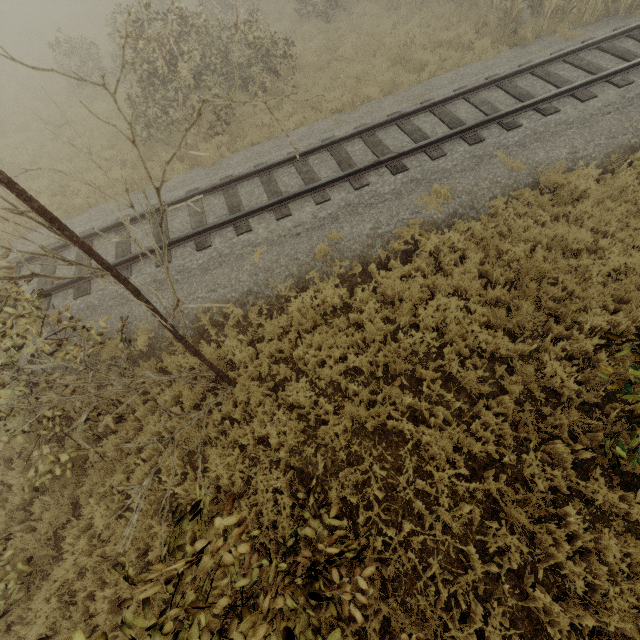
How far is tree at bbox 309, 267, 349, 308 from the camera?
6.6 meters

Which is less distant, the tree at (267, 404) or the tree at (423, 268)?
the tree at (267, 404)

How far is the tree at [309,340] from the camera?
5.9 meters

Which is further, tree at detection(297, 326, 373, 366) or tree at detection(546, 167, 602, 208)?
tree at detection(546, 167, 602, 208)

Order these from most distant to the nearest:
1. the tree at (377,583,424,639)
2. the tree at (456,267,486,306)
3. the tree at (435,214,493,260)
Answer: the tree at (435,214,493,260) → the tree at (456,267,486,306) → the tree at (377,583,424,639)

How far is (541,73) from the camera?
8.9m
